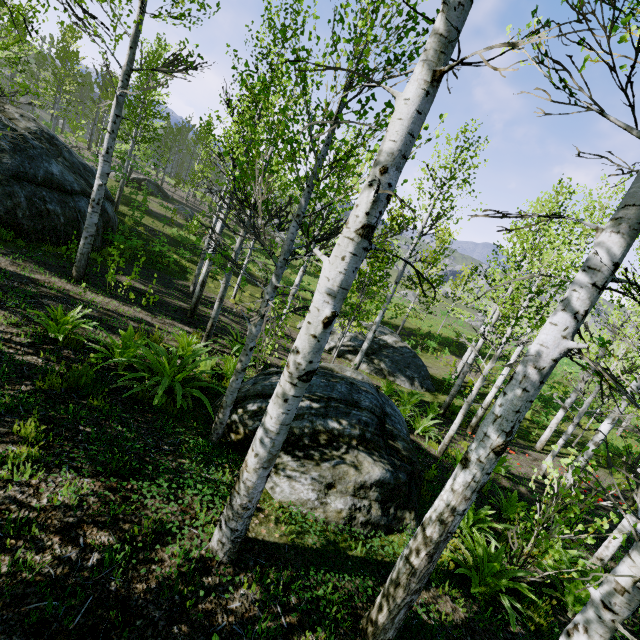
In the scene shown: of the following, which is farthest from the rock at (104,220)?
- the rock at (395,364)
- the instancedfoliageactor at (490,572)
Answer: the rock at (395,364)

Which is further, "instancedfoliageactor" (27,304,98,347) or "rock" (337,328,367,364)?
"rock" (337,328,367,364)

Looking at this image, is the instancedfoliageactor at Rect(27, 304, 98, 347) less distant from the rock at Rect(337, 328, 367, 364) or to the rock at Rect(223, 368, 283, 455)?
the rock at Rect(337, 328, 367, 364)

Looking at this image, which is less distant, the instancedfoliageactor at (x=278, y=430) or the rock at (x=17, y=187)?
the instancedfoliageactor at (x=278, y=430)

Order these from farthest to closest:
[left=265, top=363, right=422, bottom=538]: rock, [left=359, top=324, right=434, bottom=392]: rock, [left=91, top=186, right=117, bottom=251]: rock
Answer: [left=359, top=324, right=434, bottom=392]: rock → [left=91, top=186, right=117, bottom=251]: rock → [left=265, top=363, right=422, bottom=538]: rock

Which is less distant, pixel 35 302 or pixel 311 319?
pixel 311 319

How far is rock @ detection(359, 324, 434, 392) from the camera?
15.19m

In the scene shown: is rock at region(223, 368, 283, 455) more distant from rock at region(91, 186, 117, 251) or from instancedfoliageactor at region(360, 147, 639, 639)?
rock at region(91, 186, 117, 251)
